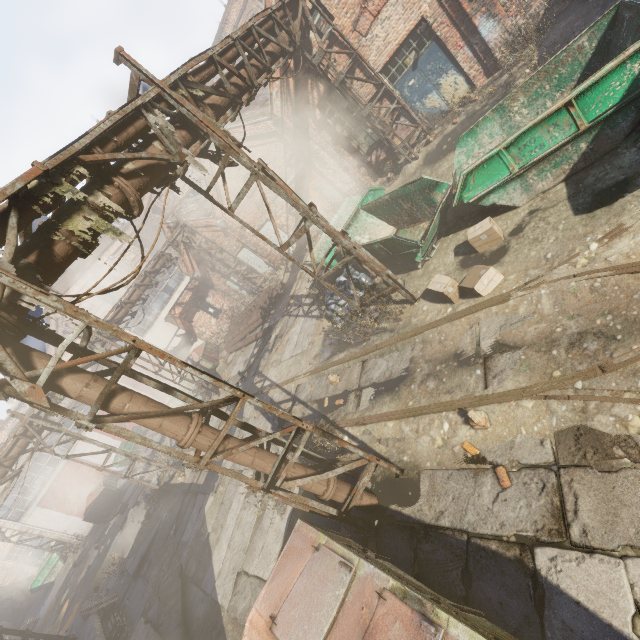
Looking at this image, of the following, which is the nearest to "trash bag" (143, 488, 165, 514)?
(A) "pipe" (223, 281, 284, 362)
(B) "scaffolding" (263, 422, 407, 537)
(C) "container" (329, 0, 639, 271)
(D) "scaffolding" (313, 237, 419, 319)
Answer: (A) "pipe" (223, 281, 284, 362)

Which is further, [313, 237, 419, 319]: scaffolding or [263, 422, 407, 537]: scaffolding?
[313, 237, 419, 319]: scaffolding

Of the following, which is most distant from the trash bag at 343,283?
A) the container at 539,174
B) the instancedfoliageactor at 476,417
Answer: the instancedfoliageactor at 476,417

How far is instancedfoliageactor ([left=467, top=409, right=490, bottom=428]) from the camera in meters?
4.6 m

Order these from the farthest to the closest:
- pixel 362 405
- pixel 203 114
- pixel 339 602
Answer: pixel 362 405 → pixel 203 114 → pixel 339 602

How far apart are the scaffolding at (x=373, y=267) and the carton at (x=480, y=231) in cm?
157

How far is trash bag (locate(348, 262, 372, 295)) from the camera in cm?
968

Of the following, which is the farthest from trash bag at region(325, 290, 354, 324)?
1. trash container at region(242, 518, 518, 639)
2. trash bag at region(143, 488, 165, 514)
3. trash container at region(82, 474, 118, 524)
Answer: trash container at region(82, 474, 118, 524)
